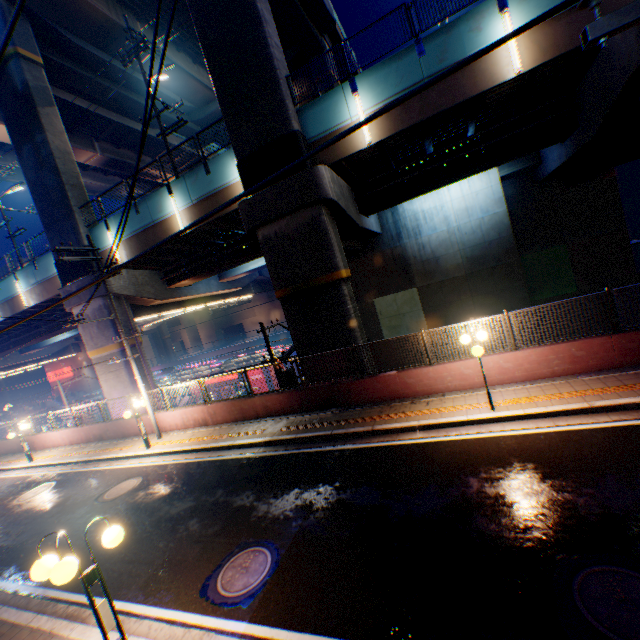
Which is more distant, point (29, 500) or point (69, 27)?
point (69, 27)

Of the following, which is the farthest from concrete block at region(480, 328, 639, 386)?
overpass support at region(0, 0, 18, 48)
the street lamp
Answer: the street lamp

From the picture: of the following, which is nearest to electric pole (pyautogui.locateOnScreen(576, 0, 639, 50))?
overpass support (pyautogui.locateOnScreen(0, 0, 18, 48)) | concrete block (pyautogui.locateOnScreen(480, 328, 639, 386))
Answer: concrete block (pyautogui.locateOnScreen(480, 328, 639, 386))

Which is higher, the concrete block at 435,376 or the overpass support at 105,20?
the overpass support at 105,20

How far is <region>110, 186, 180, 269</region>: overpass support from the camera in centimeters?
1638cm

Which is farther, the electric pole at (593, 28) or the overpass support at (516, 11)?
the overpass support at (516, 11)
